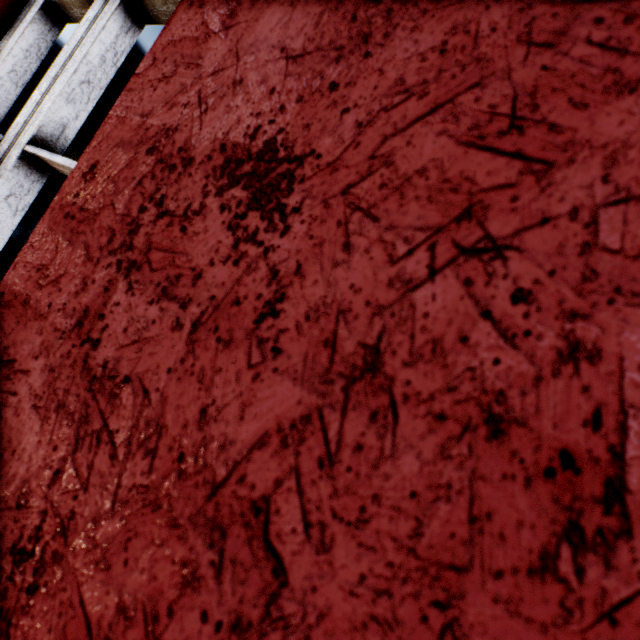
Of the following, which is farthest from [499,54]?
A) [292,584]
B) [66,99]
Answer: [66,99]
